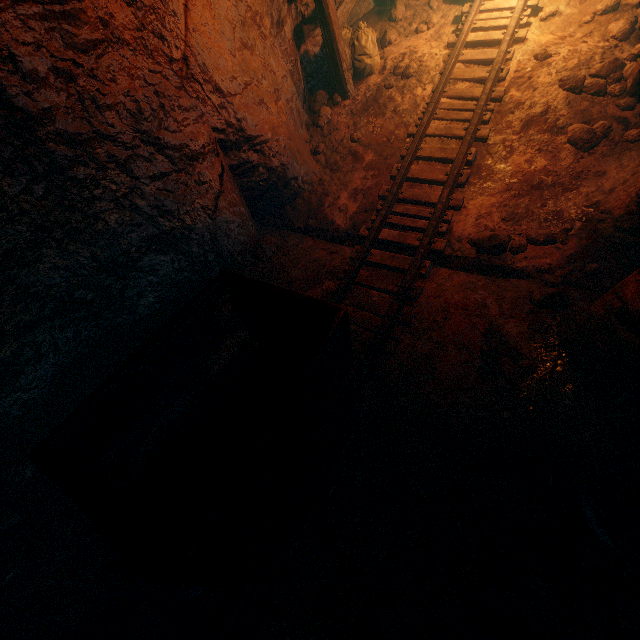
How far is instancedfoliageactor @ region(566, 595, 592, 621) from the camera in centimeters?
198cm

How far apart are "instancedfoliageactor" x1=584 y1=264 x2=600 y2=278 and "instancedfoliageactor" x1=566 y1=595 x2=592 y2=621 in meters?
2.8

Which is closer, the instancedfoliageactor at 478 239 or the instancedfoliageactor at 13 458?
the instancedfoliageactor at 13 458

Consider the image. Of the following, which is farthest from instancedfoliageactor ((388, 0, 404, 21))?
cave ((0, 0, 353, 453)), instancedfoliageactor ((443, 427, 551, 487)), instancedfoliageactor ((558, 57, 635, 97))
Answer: instancedfoliageactor ((443, 427, 551, 487))

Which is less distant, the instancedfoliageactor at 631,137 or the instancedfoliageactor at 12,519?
the instancedfoliageactor at 12,519

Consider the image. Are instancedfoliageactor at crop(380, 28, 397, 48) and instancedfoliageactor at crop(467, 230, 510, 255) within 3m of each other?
no

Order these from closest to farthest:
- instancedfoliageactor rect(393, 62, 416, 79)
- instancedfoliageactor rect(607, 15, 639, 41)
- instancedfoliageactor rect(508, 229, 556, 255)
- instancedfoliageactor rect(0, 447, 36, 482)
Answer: instancedfoliageactor rect(0, 447, 36, 482), instancedfoliageactor rect(508, 229, 556, 255), instancedfoliageactor rect(607, 15, 639, 41), instancedfoliageactor rect(393, 62, 416, 79)

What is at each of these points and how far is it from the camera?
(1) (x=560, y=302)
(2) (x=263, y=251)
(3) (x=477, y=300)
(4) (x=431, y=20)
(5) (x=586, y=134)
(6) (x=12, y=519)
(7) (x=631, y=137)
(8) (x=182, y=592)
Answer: (1) instancedfoliageactor, 3.2 meters
(2) instancedfoliageactor, 4.7 meters
(3) cave, 3.7 meters
(4) instancedfoliageactor, 5.9 meters
(5) instancedfoliageactor, 4.0 meters
(6) instancedfoliageactor, 2.9 meters
(7) instancedfoliageactor, 3.9 meters
(8) lantern, 1.8 meters
